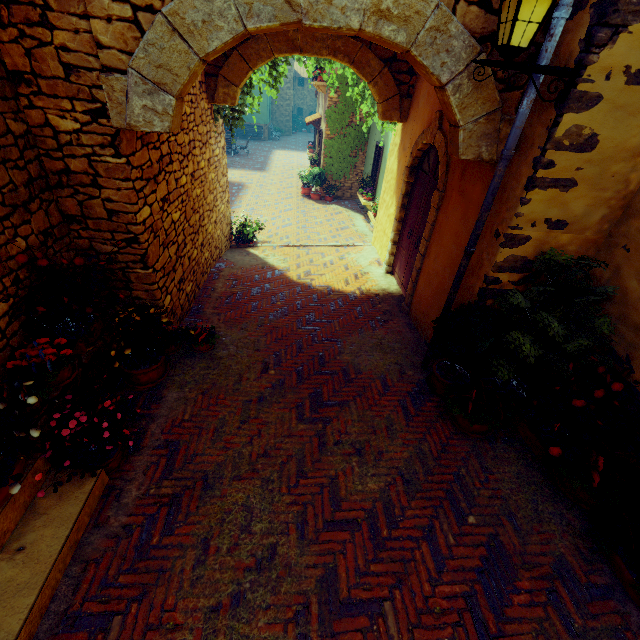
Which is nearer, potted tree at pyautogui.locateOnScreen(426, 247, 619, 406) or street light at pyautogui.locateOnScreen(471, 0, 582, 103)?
street light at pyautogui.locateOnScreen(471, 0, 582, 103)

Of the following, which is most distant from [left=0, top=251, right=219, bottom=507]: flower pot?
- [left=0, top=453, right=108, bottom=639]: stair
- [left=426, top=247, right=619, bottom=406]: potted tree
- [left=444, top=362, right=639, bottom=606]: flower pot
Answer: [left=444, top=362, right=639, bottom=606]: flower pot

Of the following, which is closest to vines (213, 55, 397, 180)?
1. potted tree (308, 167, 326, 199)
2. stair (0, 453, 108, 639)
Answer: potted tree (308, 167, 326, 199)

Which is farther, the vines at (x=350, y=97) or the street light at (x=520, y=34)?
the vines at (x=350, y=97)

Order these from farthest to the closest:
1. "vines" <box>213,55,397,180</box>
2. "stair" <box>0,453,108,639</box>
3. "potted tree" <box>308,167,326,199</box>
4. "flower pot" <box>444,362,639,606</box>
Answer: "potted tree" <box>308,167,326,199</box> < "vines" <box>213,55,397,180</box> < "flower pot" <box>444,362,639,606</box> < "stair" <box>0,453,108,639</box>

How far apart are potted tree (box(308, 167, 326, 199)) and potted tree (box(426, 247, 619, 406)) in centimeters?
1139cm

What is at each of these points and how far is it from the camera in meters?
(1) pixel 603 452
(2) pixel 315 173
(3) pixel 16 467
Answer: (1) flower pot, 3.1 m
(2) potted tree, 13.7 m
(3) flower pot, 2.5 m

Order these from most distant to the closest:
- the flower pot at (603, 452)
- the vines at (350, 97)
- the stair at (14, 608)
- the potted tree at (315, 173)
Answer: the potted tree at (315, 173) < the vines at (350, 97) < the flower pot at (603, 452) < the stair at (14, 608)
